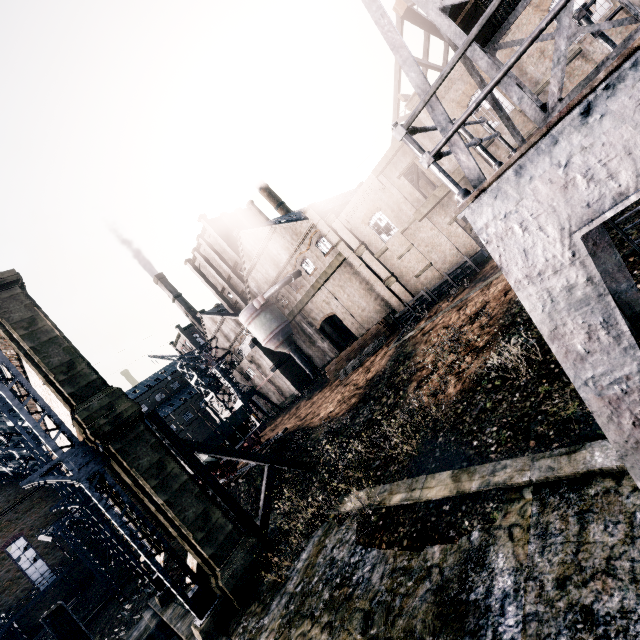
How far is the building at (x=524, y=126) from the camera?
22.09m

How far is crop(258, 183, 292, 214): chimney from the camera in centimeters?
5941cm

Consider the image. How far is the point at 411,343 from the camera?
23.1m

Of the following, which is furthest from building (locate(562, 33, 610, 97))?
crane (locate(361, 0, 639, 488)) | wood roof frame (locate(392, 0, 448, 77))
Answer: crane (locate(361, 0, 639, 488))

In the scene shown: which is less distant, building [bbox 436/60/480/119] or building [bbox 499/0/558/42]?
building [bbox 499/0/558/42]

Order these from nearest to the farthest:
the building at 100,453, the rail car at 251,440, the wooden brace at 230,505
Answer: the building at 100,453 < the wooden brace at 230,505 < the rail car at 251,440

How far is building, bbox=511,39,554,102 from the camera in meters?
20.2 m
